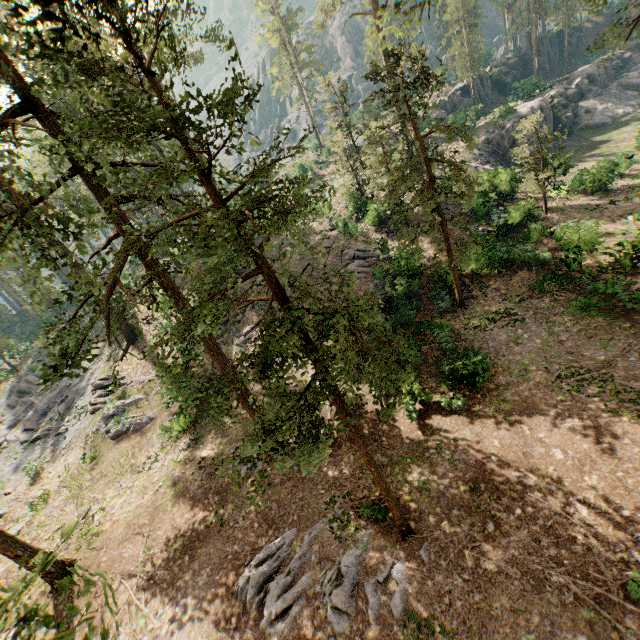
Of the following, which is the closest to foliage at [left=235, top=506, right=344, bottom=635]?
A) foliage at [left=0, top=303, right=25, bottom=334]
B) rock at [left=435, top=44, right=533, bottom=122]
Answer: rock at [left=435, top=44, right=533, bottom=122]

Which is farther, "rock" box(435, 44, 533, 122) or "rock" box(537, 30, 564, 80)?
"rock" box(537, 30, 564, 80)

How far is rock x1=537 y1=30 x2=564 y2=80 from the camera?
55.0m

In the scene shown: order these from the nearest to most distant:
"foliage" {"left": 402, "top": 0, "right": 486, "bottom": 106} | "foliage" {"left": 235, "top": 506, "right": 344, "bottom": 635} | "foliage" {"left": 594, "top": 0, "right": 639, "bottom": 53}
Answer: "foliage" {"left": 402, "top": 0, "right": 486, "bottom": 106}
"foliage" {"left": 235, "top": 506, "right": 344, "bottom": 635}
"foliage" {"left": 594, "top": 0, "right": 639, "bottom": 53}

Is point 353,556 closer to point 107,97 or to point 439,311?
point 439,311

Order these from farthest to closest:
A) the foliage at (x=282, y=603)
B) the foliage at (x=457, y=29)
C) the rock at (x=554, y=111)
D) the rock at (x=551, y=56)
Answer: the rock at (x=551, y=56), the rock at (x=554, y=111), the foliage at (x=282, y=603), the foliage at (x=457, y=29)

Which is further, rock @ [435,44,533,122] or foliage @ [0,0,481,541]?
rock @ [435,44,533,122]

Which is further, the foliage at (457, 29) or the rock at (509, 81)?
the rock at (509, 81)
